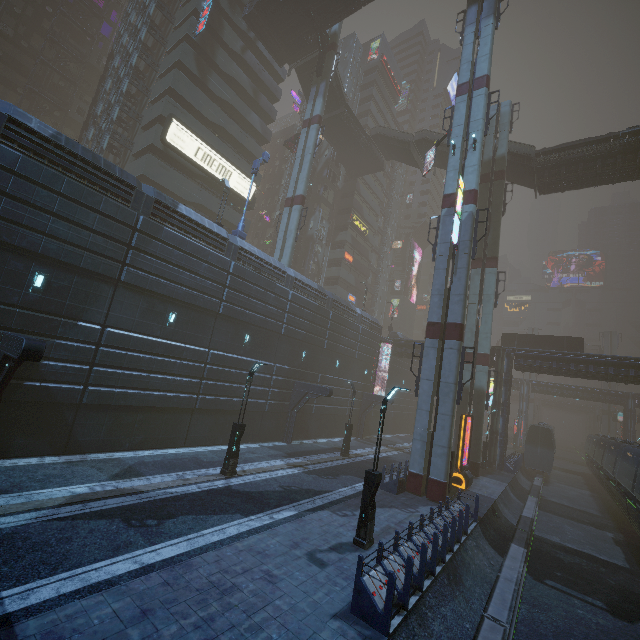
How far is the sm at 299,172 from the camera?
30.14m

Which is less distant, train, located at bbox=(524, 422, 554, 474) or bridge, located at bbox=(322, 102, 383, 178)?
train, located at bbox=(524, 422, 554, 474)

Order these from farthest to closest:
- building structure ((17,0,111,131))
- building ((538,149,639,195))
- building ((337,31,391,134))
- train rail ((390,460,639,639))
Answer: building ((337,31,391,134)) → building structure ((17,0,111,131)) → building ((538,149,639,195)) → train rail ((390,460,639,639))

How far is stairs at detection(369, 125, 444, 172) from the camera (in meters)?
38.78

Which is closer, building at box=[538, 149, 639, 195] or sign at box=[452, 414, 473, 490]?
sign at box=[452, 414, 473, 490]

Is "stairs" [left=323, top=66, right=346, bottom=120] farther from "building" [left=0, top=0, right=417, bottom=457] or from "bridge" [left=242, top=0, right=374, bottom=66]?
"building" [left=0, top=0, right=417, bottom=457]

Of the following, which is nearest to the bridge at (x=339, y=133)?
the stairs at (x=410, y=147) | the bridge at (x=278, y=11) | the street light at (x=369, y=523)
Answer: the stairs at (x=410, y=147)

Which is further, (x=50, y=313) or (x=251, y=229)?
(x=251, y=229)
